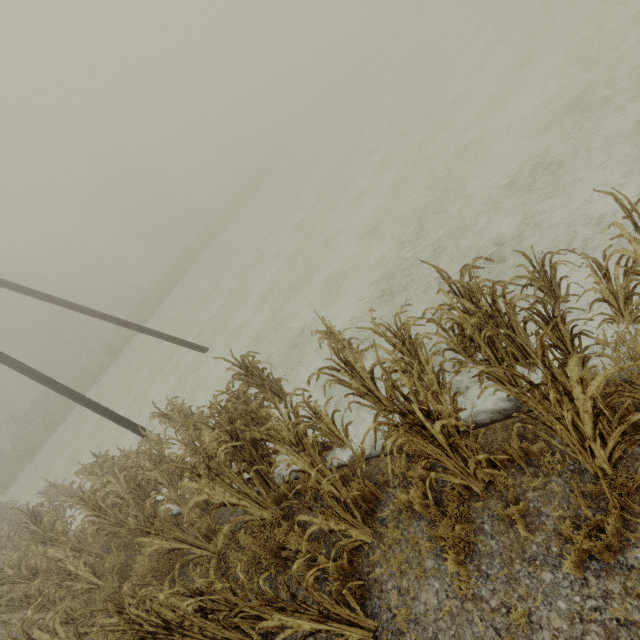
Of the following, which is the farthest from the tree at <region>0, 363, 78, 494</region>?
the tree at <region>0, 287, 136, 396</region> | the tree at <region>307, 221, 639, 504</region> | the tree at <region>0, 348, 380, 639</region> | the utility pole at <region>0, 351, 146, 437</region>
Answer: the tree at <region>0, 348, 380, 639</region>

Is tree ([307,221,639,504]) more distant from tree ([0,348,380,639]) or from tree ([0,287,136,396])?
tree ([0,287,136,396])

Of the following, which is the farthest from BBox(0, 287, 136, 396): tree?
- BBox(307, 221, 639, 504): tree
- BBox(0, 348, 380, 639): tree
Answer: BBox(0, 348, 380, 639): tree

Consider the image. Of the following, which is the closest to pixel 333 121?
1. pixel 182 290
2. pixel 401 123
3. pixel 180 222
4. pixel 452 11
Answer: pixel 452 11

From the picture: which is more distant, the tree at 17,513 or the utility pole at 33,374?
the utility pole at 33,374

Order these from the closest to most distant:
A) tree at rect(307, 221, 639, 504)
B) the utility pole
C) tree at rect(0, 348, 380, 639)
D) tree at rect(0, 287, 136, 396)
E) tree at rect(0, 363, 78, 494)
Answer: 1. tree at rect(307, 221, 639, 504)
2. tree at rect(0, 348, 380, 639)
3. the utility pole
4. tree at rect(0, 363, 78, 494)
5. tree at rect(0, 287, 136, 396)

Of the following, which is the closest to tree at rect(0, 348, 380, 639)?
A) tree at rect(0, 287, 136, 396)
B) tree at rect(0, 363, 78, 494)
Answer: tree at rect(0, 363, 78, 494)

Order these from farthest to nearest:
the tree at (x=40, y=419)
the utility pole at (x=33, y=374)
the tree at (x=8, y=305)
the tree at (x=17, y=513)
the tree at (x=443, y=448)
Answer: the tree at (x=8, y=305), the tree at (x=40, y=419), the utility pole at (x=33, y=374), the tree at (x=17, y=513), the tree at (x=443, y=448)
